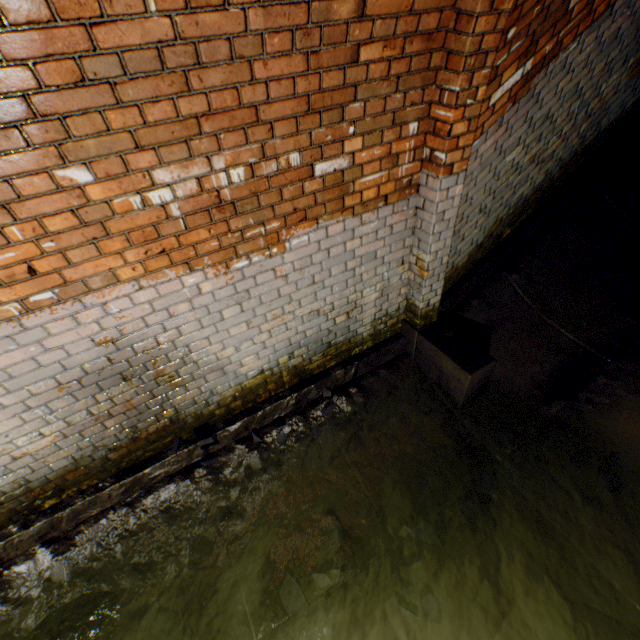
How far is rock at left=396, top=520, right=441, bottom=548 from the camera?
2.7m

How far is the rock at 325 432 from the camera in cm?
317

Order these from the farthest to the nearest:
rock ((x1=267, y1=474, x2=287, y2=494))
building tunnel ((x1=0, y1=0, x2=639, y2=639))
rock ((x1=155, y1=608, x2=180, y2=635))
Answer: rock ((x1=267, y1=474, x2=287, y2=494)) → rock ((x1=155, y1=608, x2=180, y2=635)) → building tunnel ((x1=0, y1=0, x2=639, y2=639))

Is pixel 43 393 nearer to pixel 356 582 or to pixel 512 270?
pixel 356 582

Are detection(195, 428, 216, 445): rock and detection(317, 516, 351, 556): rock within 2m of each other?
yes

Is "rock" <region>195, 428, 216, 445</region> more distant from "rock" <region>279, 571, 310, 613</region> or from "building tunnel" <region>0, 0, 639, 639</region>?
"rock" <region>279, 571, 310, 613</region>

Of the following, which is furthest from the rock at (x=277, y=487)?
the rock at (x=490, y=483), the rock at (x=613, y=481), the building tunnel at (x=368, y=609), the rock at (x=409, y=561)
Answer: the rock at (x=613, y=481)

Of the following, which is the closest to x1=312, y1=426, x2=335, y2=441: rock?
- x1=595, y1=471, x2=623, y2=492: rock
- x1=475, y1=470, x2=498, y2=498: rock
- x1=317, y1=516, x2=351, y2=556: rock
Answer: x1=317, y1=516, x2=351, y2=556: rock
